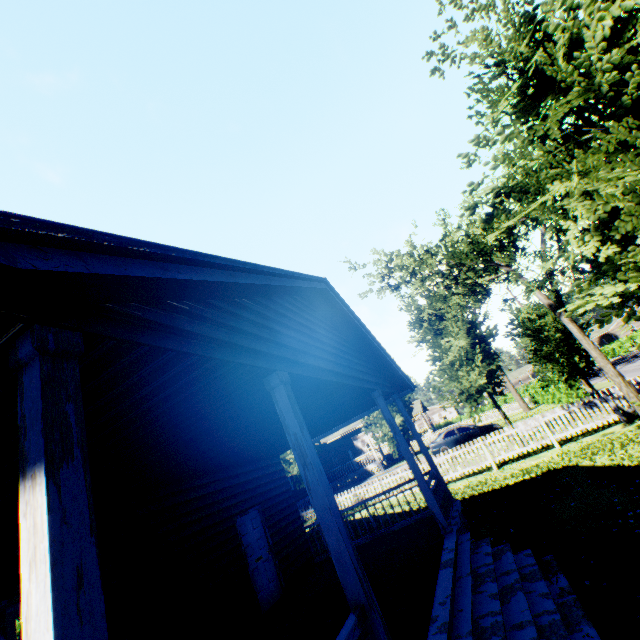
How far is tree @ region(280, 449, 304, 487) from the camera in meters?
18.9 m

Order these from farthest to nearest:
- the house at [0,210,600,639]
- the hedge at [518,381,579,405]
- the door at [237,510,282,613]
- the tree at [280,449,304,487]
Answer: the hedge at [518,381,579,405] < the tree at [280,449,304,487] < the door at [237,510,282,613] < the house at [0,210,600,639]

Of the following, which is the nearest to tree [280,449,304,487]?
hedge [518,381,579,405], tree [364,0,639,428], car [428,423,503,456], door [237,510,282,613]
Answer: hedge [518,381,579,405]

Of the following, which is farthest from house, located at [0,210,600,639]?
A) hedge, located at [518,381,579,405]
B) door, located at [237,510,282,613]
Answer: hedge, located at [518,381,579,405]

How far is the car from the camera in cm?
2102

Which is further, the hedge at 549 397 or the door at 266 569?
the hedge at 549 397

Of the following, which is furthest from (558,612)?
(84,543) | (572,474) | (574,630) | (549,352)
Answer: (549,352)

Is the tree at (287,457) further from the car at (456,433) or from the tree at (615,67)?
the tree at (615,67)
